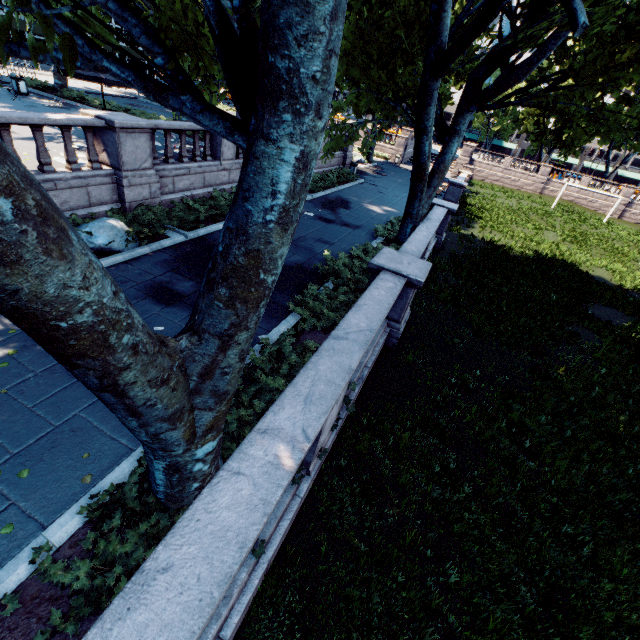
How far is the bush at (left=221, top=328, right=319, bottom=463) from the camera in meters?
4.9

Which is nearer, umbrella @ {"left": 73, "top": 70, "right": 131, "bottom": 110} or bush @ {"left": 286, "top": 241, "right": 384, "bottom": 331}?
bush @ {"left": 286, "top": 241, "right": 384, "bottom": 331}

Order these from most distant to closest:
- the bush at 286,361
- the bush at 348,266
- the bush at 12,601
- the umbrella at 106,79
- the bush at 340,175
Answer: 1. the bush at 340,175
2. the umbrella at 106,79
3. the bush at 348,266
4. the bush at 286,361
5. the bush at 12,601

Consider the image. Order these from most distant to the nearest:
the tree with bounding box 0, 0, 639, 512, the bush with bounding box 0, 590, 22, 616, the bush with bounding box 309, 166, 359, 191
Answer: the bush with bounding box 309, 166, 359, 191 < the bush with bounding box 0, 590, 22, 616 < the tree with bounding box 0, 0, 639, 512

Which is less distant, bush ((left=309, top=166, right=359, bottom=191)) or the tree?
the tree

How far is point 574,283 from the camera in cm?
1697

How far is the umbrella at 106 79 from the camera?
12.3m

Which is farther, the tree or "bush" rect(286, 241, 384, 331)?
"bush" rect(286, 241, 384, 331)
